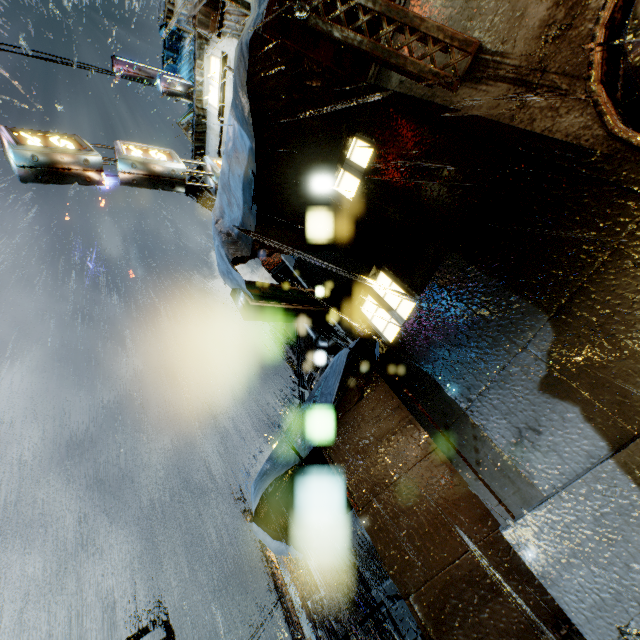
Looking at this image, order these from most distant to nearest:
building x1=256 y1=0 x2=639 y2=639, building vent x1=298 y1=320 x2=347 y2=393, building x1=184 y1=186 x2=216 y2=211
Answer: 1. building x1=184 y1=186 x2=216 y2=211
2. building vent x1=298 y1=320 x2=347 y2=393
3. building x1=256 y1=0 x2=639 y2=639

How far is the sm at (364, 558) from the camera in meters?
31.0

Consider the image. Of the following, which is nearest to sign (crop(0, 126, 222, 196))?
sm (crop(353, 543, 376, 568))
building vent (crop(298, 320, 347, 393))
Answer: building vent (crop(298, 320, 347, 393))

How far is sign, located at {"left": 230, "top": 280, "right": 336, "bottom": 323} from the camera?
4.8m

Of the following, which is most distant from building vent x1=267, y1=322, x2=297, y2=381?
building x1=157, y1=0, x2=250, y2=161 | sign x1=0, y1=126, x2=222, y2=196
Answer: sign x1=0, y1=126, x2=222, y2=196

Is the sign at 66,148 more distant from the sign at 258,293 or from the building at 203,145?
the sign at 258,293

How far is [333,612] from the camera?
30.8 meters

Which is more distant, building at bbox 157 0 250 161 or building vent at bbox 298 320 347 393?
building vent at bbox 298 320 347 393
